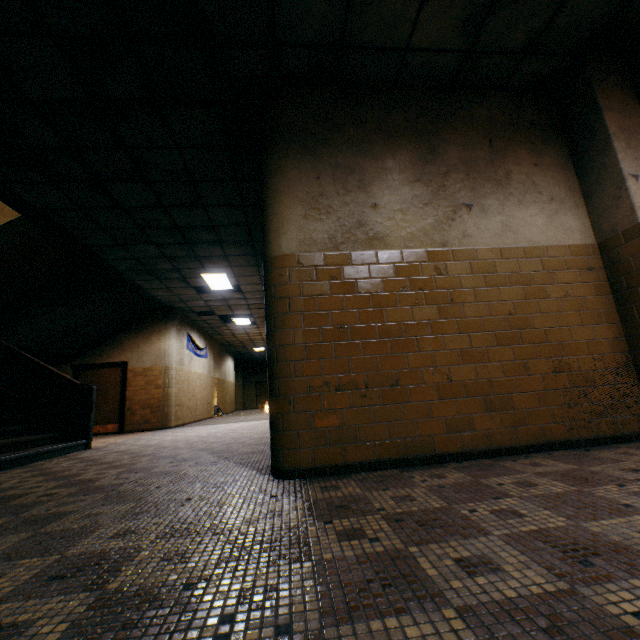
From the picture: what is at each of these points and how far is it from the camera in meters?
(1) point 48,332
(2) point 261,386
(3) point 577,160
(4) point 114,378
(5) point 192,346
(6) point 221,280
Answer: (1) stairs, 8.2
(2) door, 27.0
(3) column, 3.6
(4) door, 10.3
(5) banner, 12.6
(6) lamp, 9.0

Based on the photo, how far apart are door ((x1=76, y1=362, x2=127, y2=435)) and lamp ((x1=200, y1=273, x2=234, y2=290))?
3.9 meters

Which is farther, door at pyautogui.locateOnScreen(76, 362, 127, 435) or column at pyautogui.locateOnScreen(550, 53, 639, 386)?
door at pyautogui.locateOnScreen(76, 362, 127, 435)

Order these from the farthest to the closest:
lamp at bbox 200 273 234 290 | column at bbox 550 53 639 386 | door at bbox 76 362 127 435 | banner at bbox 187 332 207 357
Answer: banner at bbox 187 332 207 357
door at bbox 76 362 127 435
lamp at bbox 200 273 234 290
column at bbox 550 53 639 386

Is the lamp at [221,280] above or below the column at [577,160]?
above

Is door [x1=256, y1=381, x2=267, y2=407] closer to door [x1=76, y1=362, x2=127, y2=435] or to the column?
door [x1=76, y1=362, x2=127, y2=435]

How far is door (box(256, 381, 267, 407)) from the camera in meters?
26.7

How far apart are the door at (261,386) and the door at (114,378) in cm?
1698
